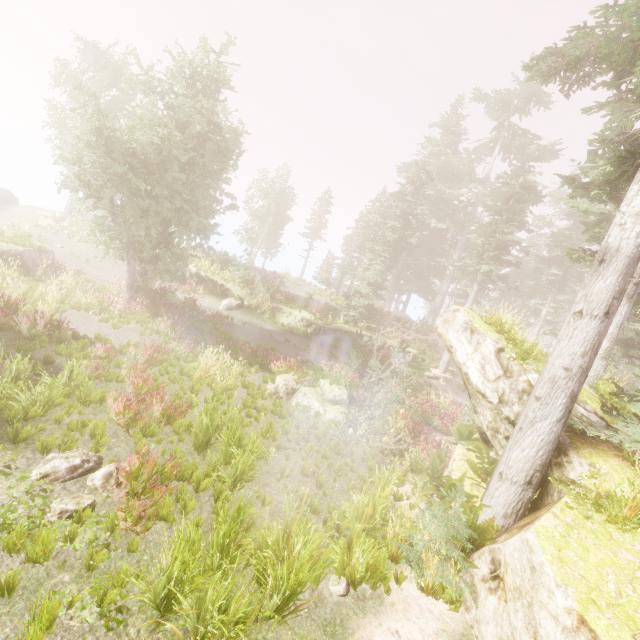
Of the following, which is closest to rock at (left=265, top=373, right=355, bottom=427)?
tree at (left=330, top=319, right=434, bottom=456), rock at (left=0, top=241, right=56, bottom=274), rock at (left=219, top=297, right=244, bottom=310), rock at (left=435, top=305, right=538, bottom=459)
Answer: tree at (left=330, top=319, right=434, bottom=456)

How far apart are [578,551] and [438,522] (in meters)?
2.15

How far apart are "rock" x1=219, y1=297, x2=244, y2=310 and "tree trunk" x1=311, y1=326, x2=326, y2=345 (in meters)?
5.54

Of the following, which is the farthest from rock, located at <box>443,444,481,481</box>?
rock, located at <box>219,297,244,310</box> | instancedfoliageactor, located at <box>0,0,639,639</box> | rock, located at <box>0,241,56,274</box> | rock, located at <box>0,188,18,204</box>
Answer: rock, located at <box>0,188,18,204</box>

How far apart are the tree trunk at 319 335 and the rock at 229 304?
5.5 meters

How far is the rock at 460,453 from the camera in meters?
9.1

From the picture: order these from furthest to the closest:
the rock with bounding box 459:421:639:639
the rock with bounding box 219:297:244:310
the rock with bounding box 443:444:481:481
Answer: the rock with bounding box 219:297:244:310 → the rock with bounding box 443:444:481:481 → the rock with bounding box 459:421:639:639

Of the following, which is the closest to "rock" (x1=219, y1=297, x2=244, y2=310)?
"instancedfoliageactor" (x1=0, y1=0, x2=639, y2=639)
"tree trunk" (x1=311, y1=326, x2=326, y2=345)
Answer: "instancedfoliageactor" (x1=0, y1=0, x2=639, y2=639)
